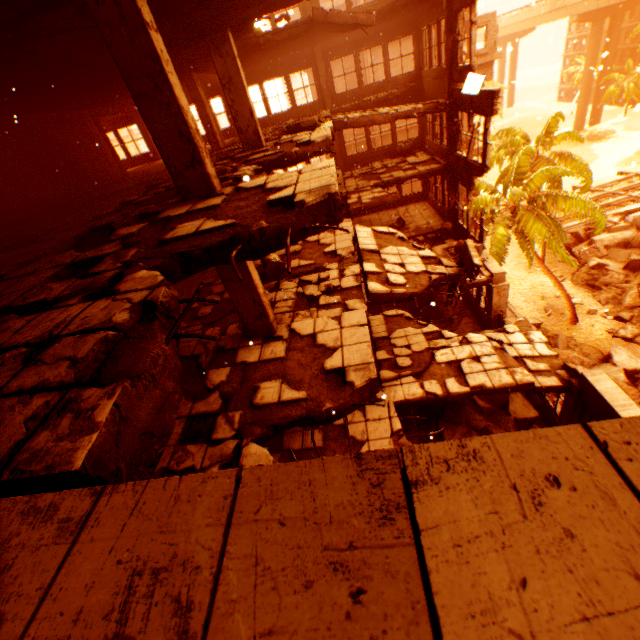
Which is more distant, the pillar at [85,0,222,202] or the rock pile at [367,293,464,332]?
the rock pile at [367,293,464,332]

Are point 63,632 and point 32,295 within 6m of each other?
yes

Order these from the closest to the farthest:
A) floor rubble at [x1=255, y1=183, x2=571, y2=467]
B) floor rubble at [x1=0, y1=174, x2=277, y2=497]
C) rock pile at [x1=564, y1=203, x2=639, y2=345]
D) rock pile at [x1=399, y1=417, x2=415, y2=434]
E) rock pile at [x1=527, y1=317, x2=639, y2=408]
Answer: floor rubble at [x1=0, y1=174, x2=277, y2=497] → floor rubble at [x1=255, y1=183, x2=571, y2=467] → rock pile at [x1=399, y1=417, x2=415, y2=434] → rock pile at [x1=527, y1=317, x2=639, y2=408] → rock pile at [x1=564, y1=203, x2=639, y2=345]

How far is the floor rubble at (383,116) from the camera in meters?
10.9 m

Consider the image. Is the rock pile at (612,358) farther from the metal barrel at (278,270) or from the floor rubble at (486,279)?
the metal barrel at (278,270)

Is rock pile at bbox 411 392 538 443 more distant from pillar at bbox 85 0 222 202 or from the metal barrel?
pillar at bbox 85 0 222 202

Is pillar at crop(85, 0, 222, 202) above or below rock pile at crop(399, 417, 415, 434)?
above

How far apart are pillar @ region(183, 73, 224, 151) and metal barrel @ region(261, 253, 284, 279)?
7.35m
